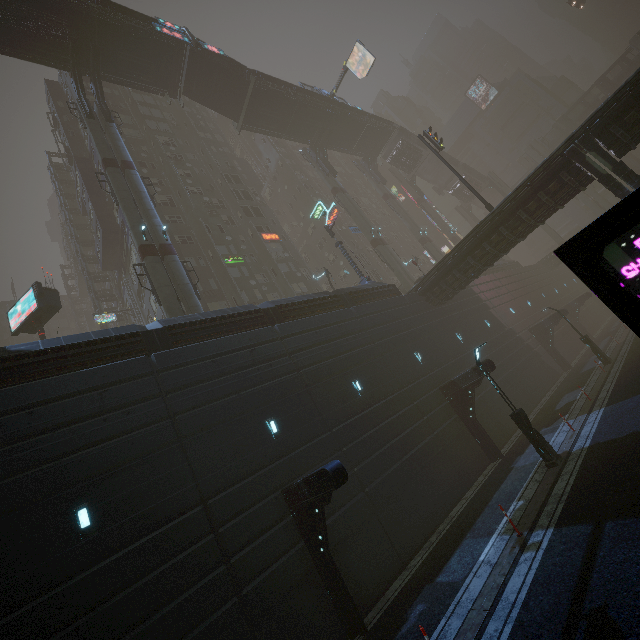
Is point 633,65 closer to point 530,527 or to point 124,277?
point 530,527

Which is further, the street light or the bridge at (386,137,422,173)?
the bridge at (386,137,422,173)

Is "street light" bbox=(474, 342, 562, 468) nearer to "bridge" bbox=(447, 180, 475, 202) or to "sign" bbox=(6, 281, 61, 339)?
"sign" bbox=(6, 281, 61, 339)

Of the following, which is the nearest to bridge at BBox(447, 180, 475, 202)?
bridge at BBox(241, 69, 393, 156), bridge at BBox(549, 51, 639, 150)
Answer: bridge at BBox(549, 51, 639, 150)

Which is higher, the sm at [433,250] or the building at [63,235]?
the building at [63,235]

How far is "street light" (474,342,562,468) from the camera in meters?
13.4 m

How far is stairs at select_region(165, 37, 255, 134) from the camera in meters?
30.3 m

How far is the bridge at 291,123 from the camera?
33.9m
